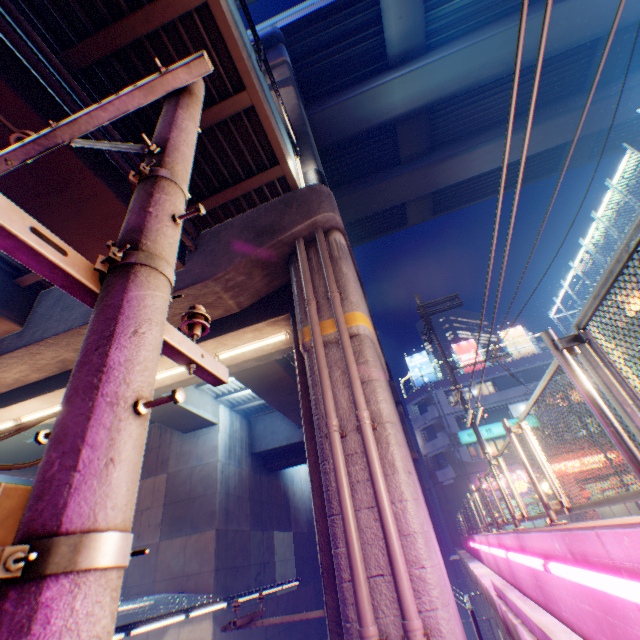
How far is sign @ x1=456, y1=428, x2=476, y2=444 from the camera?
33.03m

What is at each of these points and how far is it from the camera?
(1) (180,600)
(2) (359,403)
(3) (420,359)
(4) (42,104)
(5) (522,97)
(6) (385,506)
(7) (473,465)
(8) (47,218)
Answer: (1) canopy, 12.1m
(2) pipe, 5.3m
(3) billboard, 41.0m
(4) overpass support, 5.6m
(5) overpass support, 23.5m
(6) pipe, 4.4m
(7) building, 31.9m
(8) overpass support, 6.9m

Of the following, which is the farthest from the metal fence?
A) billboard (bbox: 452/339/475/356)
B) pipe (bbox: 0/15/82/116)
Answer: pipe (bbox: 0/15/82/116)

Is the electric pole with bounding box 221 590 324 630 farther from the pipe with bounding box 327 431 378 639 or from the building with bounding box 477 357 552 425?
the building with bounding box 477 357 552 425

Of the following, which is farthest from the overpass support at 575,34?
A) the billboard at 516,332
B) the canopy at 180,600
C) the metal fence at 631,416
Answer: the billboard at 516,332

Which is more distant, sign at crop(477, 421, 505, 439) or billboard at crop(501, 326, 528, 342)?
billboard at crop(501, 326, 528, 342)

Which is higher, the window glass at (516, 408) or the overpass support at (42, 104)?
the window glass at (516, 408)

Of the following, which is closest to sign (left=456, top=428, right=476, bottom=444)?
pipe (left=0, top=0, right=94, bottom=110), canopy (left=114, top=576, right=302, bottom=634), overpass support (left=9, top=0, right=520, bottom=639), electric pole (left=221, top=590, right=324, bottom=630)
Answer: overpass support (left=9, top=0, right=520, bottom=639)
